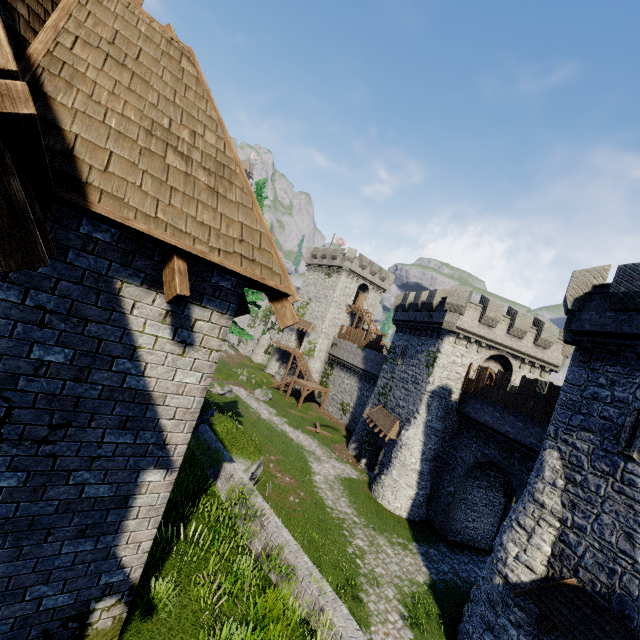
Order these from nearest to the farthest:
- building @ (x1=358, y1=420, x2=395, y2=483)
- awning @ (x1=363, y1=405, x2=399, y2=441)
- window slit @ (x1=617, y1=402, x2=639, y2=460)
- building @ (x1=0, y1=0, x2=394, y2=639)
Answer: building @ (x1=0, y1=0, x2=394, y2=639) < window slit @ (x1=617, y1=402, x2=639, y2=460) < awning @ (x1=363, y1=405, x2=399, y2=441) < building @ (x1=358, y1=420, x2=395, y2=483)

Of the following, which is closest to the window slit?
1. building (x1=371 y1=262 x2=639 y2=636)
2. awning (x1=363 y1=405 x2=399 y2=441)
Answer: building (x1=371 y1=262 x2=639 y2=636)

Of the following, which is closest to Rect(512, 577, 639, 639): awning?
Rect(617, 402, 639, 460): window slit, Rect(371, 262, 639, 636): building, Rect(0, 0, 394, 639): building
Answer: Rect(371, 262, 639, 636): building

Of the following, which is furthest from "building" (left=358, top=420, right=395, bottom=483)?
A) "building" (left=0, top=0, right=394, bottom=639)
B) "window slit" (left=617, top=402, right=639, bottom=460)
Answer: "building" (left=0, top=0, right=394, bottom=639)

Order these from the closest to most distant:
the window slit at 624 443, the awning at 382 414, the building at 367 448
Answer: the window slit at 624 443
the awning at 382 414
the building at 367 448

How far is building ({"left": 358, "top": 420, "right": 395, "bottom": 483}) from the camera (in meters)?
26.53

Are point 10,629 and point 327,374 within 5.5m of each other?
no

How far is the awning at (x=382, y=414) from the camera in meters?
25.8 m
